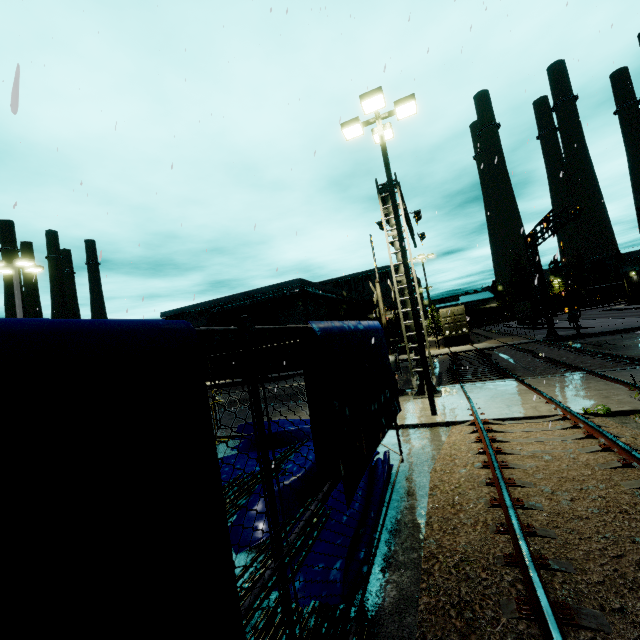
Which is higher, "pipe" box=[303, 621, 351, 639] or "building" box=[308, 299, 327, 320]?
"building" box=[308, 299, 327, 320]

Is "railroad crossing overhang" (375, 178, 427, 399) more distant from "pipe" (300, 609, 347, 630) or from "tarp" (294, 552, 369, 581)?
"pipe" (300, 609, 347, 630)

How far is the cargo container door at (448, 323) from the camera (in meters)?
33.81

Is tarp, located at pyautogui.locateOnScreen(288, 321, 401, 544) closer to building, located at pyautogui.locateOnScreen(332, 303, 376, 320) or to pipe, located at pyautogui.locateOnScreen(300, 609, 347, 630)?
pipe, located at pyautogui.locateOnScreen(300, 609, 347, 630)

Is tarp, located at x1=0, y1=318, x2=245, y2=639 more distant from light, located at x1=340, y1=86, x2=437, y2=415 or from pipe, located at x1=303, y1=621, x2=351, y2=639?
light, located at x1=340, y1=86, x2=437, y2=415

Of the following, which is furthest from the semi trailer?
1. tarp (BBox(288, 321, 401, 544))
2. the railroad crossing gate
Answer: the railroad crossing gate

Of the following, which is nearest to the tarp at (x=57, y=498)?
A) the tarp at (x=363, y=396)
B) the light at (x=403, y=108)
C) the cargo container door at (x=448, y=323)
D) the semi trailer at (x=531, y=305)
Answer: the semi trailer at (x=531, y=305)

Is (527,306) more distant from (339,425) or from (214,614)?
(214,614)
